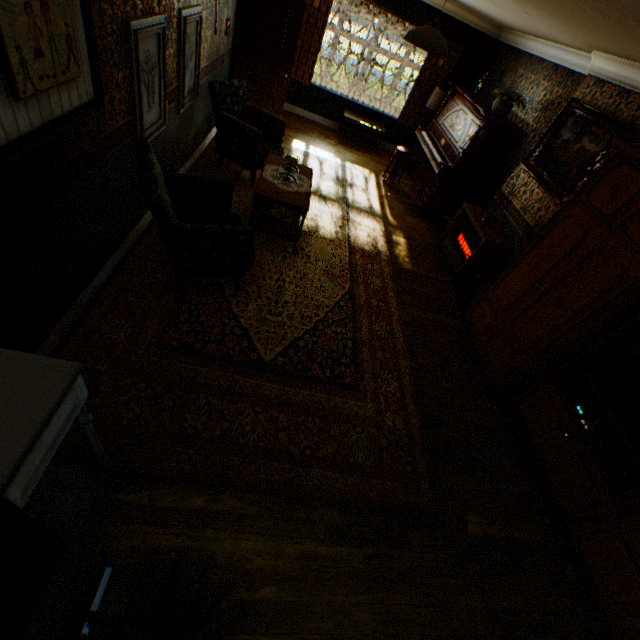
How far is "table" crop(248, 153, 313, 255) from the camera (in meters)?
3.97

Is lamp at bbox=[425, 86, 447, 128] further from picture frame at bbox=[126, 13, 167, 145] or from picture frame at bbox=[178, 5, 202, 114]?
picture frame at bbox=[126, 13, 167, 145]

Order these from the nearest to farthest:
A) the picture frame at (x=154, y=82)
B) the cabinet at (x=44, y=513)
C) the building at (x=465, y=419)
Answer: the cabinet at (x=44, y=513) → the building at (x=465, y=419) → the picture frame at (x=154, y=82)

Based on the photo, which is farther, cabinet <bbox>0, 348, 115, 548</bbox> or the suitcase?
the suitcase

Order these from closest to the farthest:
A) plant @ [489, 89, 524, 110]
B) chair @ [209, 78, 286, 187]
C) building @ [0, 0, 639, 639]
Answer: building @ [0, 0, 639, 639], chair @ [209, 78, 286, 187], plant @ [489, 89, 524, 110]

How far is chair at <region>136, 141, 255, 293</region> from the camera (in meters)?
2.66

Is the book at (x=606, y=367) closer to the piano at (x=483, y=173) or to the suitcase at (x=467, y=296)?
the suitcase at (x=467, y=296)

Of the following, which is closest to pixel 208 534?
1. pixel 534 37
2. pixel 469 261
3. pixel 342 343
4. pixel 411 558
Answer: pixel 411 558
